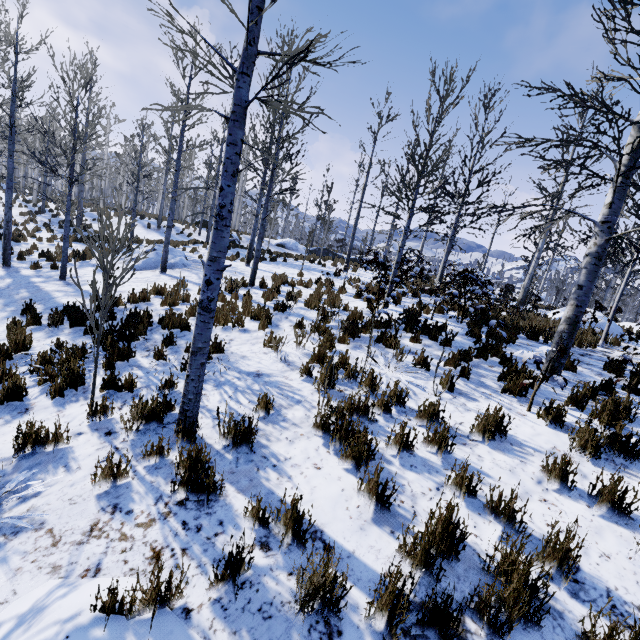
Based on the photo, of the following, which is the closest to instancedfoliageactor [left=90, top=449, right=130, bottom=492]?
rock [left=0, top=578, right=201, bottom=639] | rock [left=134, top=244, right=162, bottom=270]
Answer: rock [left=0, top=578, right=201, bottom=639]

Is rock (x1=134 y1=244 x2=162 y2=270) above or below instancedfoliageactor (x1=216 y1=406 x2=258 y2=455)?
above

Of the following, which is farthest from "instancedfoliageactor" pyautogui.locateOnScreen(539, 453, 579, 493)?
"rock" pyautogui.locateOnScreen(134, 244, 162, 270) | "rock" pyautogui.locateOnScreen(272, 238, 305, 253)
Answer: "rock" pyautogui.locateOnScreen(272, 238, 305, 253)

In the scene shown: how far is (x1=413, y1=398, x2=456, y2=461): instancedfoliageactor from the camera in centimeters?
363cm

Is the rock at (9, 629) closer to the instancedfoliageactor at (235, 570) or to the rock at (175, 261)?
the instancedfoliageactor at (235, 570)

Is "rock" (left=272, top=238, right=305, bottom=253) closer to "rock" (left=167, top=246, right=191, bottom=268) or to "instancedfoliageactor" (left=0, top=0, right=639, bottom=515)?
"instancedfoliageactor" (left=0, top=0, right=639, bottom=515)

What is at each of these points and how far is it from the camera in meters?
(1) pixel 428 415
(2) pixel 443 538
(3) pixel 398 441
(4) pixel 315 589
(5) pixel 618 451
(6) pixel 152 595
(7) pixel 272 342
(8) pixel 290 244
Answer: (1) instancedfoliageactor, 4.1 m
(2) instancedfoliageactor, 2.5 m
(3) instancedfoliageactor, 3.7 m
(4) instancedfoliageactor, 2.1 m
(5) instancedfoliageactor, 3.7 m
(6) instancedfoliageactor, 2.2 m
(7) instancedfoliageactor, 5.9 m
(8) rock, 28.2 m

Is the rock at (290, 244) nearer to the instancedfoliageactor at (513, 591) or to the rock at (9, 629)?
the instancedfoliageactor at (513, 591)
